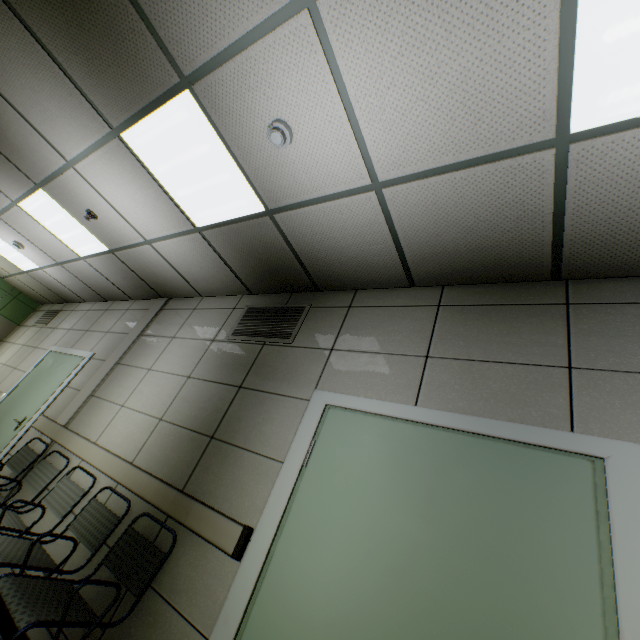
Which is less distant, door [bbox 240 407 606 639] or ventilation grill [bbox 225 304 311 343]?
door [bbox 240 407 606 639]

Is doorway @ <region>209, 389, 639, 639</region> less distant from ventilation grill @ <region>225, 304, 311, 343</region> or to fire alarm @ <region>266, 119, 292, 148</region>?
ventilation grill @ <region>225, 304, 311, 343</region>

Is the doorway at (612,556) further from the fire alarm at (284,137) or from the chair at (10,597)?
the fire alarm at (284,137)

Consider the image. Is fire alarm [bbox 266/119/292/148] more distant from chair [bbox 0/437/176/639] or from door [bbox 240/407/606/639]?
chair [bbox 0/437/176/639]

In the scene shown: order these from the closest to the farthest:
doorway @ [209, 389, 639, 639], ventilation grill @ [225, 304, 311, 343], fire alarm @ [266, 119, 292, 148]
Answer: doorway @ [209, 389, 639, 639] < fire alarm @ [266, 119, 292, 148] < ventilation grill @ [225, 304, 311, 343]

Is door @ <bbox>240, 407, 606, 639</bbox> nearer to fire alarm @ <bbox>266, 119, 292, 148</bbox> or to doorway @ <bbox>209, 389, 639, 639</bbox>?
doorway @ <bbox>209, 389, 639, 639</bbox>

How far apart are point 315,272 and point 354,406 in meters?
1.4 m

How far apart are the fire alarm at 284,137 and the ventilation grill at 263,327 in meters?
1.6
